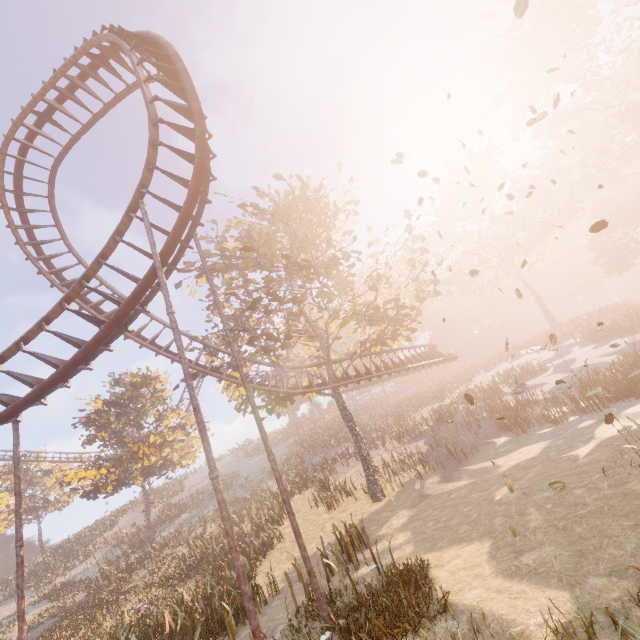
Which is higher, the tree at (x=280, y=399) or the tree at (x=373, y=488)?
the tree at (x=280, y=399)

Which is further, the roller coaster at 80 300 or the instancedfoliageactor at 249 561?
the instancedfoliageactor at 249 561

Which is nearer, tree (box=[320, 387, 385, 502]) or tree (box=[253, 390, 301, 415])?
tree (box=[320, 387, 385, 502])

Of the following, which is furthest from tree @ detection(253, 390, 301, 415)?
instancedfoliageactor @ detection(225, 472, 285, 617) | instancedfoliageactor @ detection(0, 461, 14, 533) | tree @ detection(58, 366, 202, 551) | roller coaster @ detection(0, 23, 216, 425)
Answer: instancedfoliageactor @ detection(0, 461, 14, 533)

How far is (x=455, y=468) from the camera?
16.30m

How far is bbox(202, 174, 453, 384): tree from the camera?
16.1m

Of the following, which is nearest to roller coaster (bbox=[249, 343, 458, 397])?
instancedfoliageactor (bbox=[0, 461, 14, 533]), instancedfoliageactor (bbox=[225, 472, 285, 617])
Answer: instancedfoliageactor (bbox=[0, 461, 14, 533])

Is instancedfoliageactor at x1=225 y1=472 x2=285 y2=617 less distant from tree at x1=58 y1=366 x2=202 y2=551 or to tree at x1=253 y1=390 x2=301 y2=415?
tree at x1=253 y1=390 x2=301 y2=415
